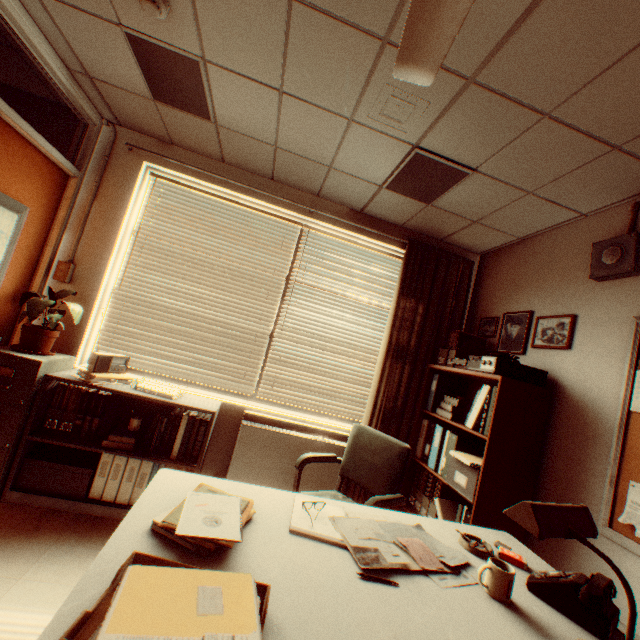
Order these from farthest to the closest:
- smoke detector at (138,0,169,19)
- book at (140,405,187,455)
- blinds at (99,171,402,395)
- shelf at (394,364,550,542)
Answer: blinds at (99,171,402,395) → book at (140,405,187,455) → shelf at (394,364,550,542) → smoke detector at (138,0,169,19)

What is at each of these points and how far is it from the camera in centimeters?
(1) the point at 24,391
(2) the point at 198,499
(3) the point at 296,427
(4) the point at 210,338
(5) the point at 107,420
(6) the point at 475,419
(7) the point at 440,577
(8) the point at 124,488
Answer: (1) file cabinet, 262cm
(2) notebook, 140cm
(3) heater, 344cm
(4) blinds, 357cm
(5) book, 302cm
(6) folder, 272cm
(7) paper, 140cm
(8) folder, 281cm

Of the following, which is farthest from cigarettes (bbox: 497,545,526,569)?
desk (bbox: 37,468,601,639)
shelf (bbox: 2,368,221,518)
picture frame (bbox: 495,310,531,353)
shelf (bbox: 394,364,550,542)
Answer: shelf (bbox: 2,368,221,518)

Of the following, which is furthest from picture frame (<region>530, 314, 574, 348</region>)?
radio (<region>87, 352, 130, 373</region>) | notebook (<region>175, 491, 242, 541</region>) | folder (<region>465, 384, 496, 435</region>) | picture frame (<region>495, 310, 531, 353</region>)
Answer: radio (<region>87, 352, 130, 373</region>)

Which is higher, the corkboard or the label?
the corkboard

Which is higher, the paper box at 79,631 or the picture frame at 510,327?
the picture frame at 510,327

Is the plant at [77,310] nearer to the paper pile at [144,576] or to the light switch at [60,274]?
the light switch at [60,274]

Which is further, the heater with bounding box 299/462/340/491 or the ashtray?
the heater with bounding box 299/462/340/491
